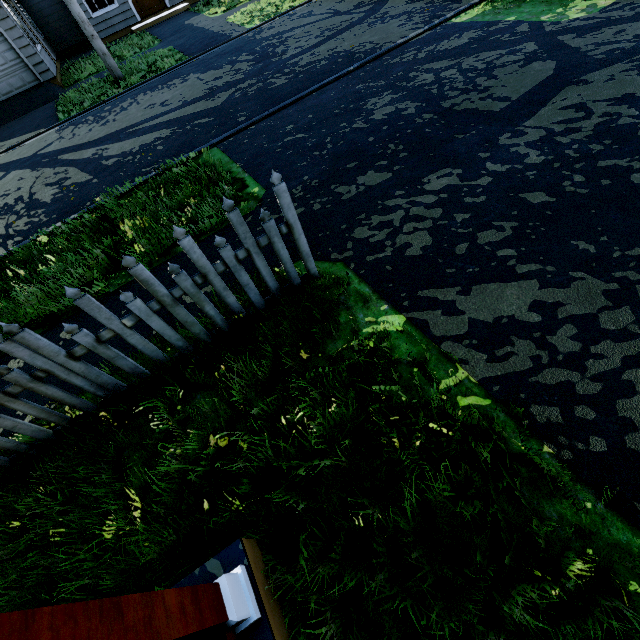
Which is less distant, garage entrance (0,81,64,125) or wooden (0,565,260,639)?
wooden (0,565,260,639)

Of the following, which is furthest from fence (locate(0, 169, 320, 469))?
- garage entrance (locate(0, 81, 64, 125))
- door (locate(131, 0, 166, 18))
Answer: door (locate(131, 0, 166, 18))

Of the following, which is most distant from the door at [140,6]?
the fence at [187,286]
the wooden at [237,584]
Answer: the wooden at [237,584]

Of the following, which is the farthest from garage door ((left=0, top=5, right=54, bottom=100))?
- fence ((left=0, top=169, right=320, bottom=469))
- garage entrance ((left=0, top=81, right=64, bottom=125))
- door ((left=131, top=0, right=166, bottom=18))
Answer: door ((left=131, top=0, right=166, bottom=18))

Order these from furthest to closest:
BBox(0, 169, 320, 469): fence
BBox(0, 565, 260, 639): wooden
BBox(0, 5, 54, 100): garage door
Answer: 1. BBox(0, 5, 54, 100): garage door
2. BBox(0, 169, 320, 469): fence
3. BBox(0, 565, 260, 639): wooden

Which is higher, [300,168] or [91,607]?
[91,607]

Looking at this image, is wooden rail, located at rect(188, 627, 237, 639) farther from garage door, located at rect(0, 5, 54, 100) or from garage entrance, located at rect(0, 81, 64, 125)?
garage door, located at rect(0, 5, 54, 100)

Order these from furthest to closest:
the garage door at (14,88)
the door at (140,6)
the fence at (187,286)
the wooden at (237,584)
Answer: the door at (140,6), the garage door at (14,88), the fence at (187,286), the wooden at (237,584)
